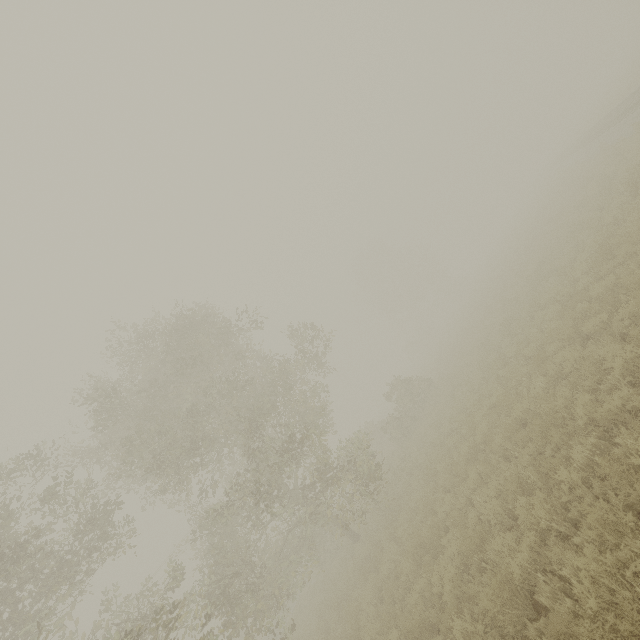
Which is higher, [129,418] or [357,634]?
[129,418]
